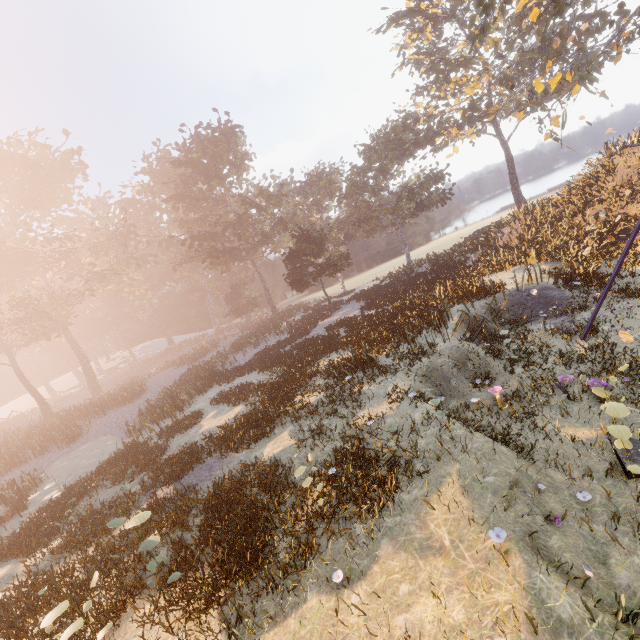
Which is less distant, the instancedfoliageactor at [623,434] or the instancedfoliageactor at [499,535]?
the instancedfoliageactor at [499,535]

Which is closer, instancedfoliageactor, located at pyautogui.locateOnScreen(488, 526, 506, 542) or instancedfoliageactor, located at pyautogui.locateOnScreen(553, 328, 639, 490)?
instancedfoliageactor, located at pyautogui.locateOnScreen(488, 526, 506, 542)

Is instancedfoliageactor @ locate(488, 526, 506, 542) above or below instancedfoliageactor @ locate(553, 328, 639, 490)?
below

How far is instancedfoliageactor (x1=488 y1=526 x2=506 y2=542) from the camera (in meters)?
4.77

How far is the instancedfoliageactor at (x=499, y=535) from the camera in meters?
4.8 m

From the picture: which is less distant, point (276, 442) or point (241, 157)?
point (276, 442)
